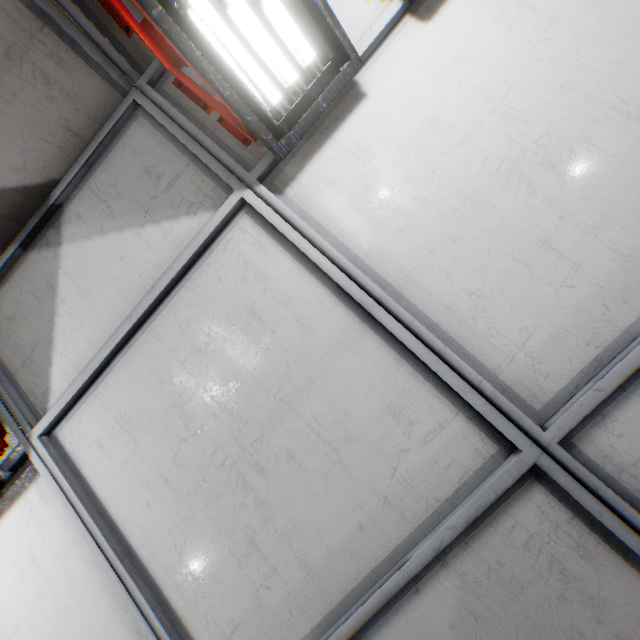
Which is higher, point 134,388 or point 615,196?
point 134,388
